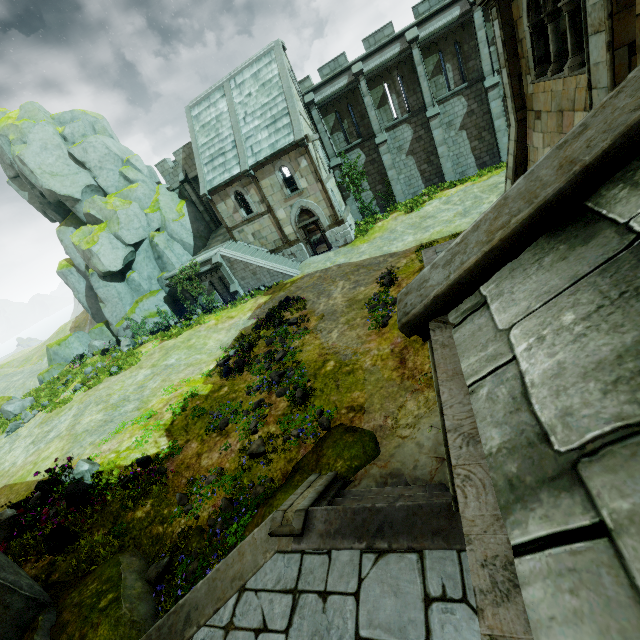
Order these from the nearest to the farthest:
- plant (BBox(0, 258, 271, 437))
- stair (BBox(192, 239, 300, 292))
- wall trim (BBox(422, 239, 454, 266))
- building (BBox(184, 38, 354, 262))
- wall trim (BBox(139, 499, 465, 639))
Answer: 1. wall trim (BBox(139, 499, 465, 639))
2. wall trim (BBox(422, 239, 454, 266))
3. plant (BBox(0, 258, 271, 437))
4. building (BBox(184, 38, 354, 262))
5. stair (BBox(192, 239, 300, 292))

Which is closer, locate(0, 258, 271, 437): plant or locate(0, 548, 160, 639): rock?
locate(0, 548, 160, 639): rock

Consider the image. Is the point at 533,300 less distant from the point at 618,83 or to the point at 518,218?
the point at 518,218

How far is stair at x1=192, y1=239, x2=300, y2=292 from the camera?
23.1 meters

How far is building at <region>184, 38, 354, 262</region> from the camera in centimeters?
2117cm

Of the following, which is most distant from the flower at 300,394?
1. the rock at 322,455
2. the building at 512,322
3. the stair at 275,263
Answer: the stair at 275,263

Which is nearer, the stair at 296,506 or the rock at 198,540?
the stair at 296,506

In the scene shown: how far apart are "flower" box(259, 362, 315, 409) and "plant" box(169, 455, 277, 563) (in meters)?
2.60
